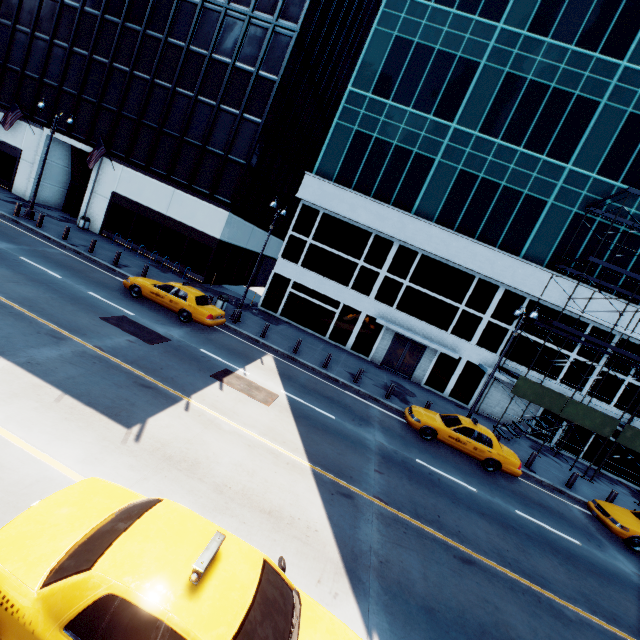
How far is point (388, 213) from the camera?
23.2m

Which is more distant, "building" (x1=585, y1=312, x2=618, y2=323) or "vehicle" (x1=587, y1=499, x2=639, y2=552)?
"building" (x1=585, y1=312, x2=618, y2=323)

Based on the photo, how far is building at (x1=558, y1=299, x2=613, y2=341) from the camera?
21.32m

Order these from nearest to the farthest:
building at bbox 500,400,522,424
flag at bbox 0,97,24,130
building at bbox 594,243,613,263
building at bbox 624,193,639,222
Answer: building at bbox 624,193,639,222
building at bbox 594,243,613,263
building at bbox 500,400,522,424
flag at bbox 0,97,24,130

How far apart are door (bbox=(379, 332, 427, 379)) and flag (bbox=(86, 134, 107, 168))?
25.9m

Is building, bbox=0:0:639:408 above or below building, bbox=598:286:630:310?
below

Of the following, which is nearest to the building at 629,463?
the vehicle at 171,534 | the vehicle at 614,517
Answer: the vehicle at 614,517

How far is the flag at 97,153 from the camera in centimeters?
2383cm
